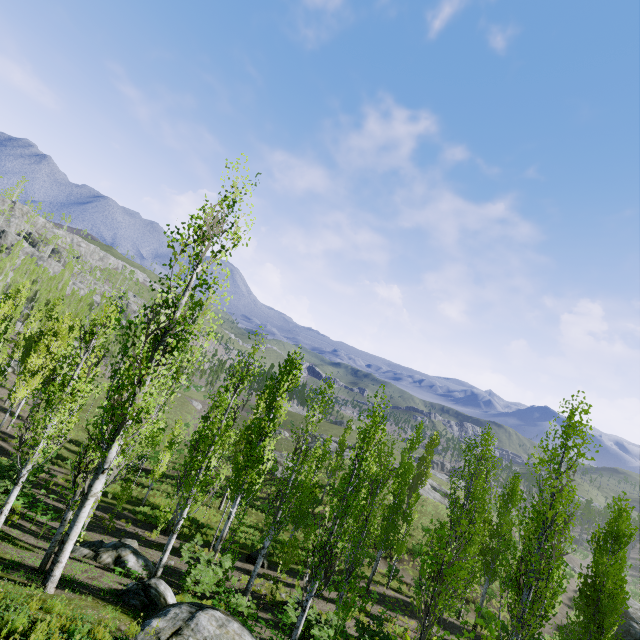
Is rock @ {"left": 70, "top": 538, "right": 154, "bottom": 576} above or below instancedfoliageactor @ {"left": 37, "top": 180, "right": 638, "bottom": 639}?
below

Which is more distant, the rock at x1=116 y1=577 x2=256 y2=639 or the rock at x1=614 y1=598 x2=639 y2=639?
the rock at x1=614 y1=598 x2=639 y2=639

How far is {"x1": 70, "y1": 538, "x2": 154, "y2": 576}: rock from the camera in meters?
12.3 m

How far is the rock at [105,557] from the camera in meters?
12.3 m

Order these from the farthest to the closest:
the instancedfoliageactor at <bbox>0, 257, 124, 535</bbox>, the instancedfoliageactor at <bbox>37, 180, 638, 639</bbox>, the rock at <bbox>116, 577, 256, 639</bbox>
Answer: the instancedfoliageactor at <bbox>0, 257, 124, 535</bbox> → the instancedfoliageactor at <bbox>37, 180, 638, 639</bbox> → the rock at <bbox>116, 577, 256, 639</bbox>

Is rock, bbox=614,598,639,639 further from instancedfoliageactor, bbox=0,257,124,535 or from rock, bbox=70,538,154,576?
rock, bbox=70,538,154,576

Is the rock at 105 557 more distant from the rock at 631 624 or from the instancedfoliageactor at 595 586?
the rock at 631 624

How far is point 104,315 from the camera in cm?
2550
